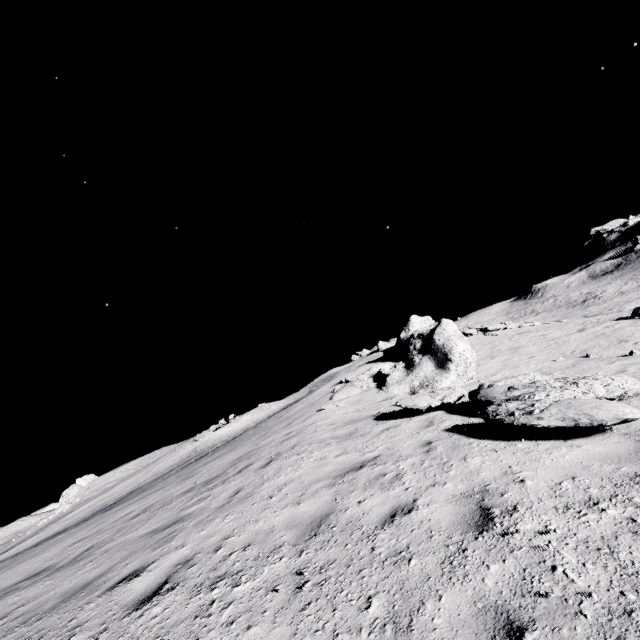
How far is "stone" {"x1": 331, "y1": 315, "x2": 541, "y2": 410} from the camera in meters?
8.7 m

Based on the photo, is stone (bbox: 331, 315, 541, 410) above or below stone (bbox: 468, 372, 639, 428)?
above

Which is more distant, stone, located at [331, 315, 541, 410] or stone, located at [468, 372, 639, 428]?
stone, located at [331, 315, 541, 410]

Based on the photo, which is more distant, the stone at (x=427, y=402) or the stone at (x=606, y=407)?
the stone at (x=427, y=402)

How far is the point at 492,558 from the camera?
2.8m

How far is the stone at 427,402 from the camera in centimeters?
869cm
